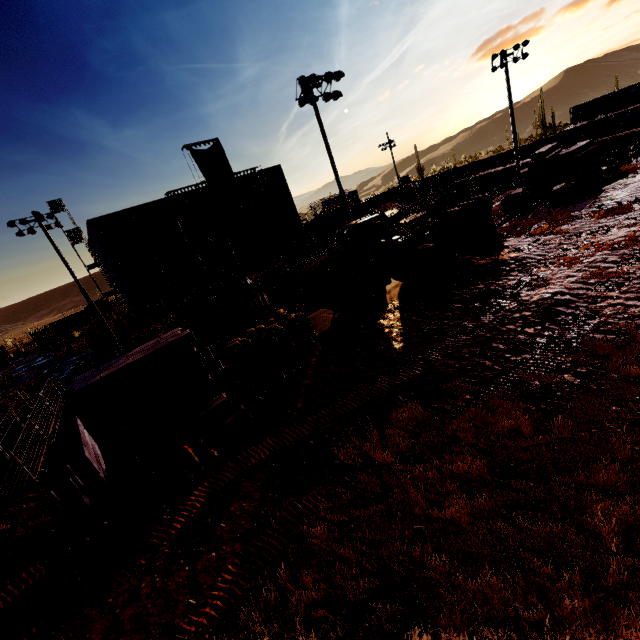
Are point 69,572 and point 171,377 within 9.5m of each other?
yes

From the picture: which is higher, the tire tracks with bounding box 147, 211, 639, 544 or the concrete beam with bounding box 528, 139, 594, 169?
the concrete beam with bounding box 528, 139, 594, 169

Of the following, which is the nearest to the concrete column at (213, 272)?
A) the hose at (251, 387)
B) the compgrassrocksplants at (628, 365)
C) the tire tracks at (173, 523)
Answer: the hose at (251, 387)

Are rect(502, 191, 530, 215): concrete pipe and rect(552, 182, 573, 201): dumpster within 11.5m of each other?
yes

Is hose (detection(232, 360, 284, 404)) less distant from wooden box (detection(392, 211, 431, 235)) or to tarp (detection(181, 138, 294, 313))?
wooden box (detection(392, 211, 431, 235))

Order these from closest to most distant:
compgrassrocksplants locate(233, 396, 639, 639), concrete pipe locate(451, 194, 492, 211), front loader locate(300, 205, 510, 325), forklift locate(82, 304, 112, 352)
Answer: compgrassrocksplants locate(233, 396, 639, 639), front loader locate(300, 205, 510, 325), concrete pipe locate(451, 194, 492, 211), forklift locate(82, 304, 112, 352)

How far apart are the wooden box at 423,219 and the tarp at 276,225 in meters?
23.6 m

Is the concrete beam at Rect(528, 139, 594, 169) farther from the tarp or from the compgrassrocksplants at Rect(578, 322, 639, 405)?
the tarp
